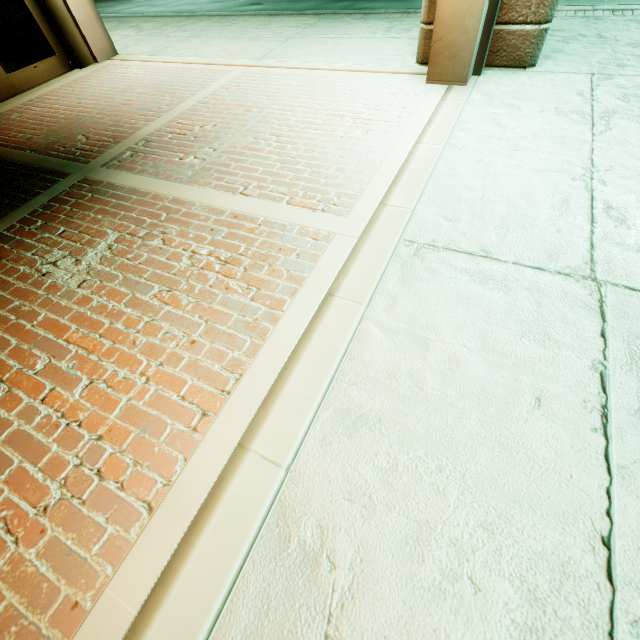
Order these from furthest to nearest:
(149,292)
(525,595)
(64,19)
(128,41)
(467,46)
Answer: (128,41) → (64,19) → (467,46) → (149,292) → (525,595)
